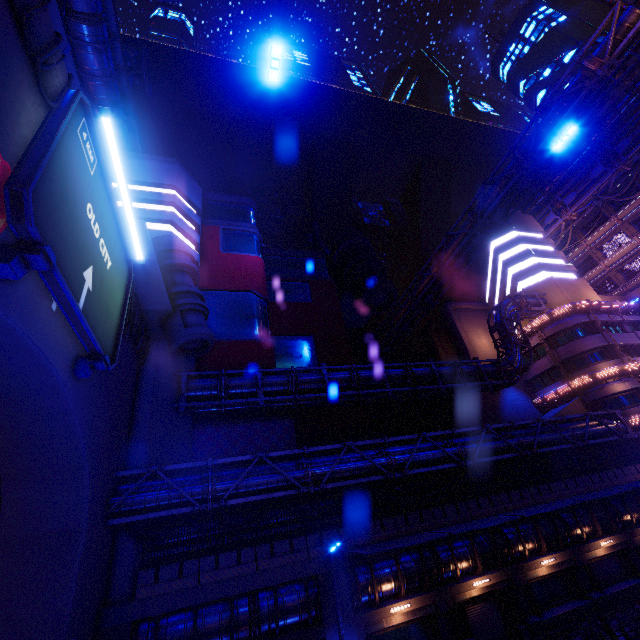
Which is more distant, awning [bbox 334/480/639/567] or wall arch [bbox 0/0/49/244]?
awning [bbox 334/480/639/567]

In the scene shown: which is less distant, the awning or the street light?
the street light

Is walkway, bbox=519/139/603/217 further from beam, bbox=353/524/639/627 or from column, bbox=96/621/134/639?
column, bbox=96/621/134/639

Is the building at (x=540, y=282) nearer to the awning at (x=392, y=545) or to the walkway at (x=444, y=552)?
the walkway at (x=444, y=552)

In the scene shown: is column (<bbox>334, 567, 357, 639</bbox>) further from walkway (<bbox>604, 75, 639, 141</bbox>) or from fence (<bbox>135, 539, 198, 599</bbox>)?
walkway (<bbox>604, 75, 639, 141</bbox>)

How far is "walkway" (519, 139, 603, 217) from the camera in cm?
4597

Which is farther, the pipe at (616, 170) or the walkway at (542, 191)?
the walkway at (542, 191)

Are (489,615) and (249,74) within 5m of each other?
no
